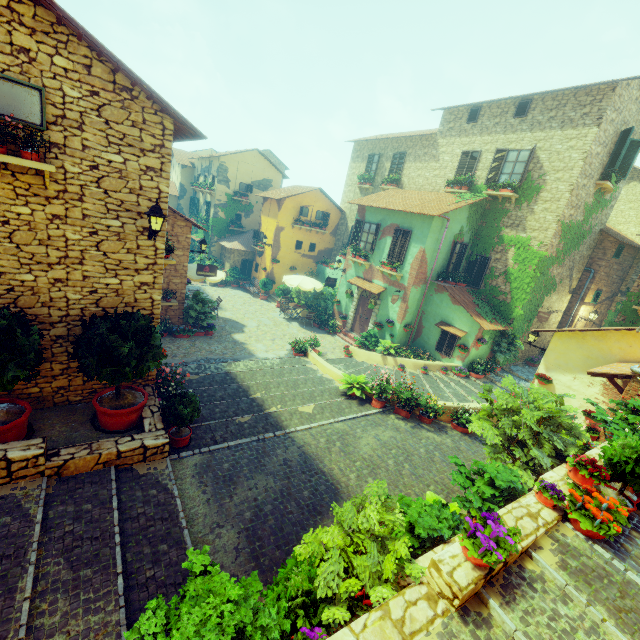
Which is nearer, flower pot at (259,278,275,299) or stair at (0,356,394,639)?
stair at (0,356,394,639)

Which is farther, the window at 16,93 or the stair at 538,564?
the window at 16,93

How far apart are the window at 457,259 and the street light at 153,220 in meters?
13.3

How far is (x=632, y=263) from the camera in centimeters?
1780cm

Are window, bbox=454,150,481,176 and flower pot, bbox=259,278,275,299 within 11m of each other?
no

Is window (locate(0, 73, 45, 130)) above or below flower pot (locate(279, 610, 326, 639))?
above

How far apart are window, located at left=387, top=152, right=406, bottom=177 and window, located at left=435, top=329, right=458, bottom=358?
10.92m

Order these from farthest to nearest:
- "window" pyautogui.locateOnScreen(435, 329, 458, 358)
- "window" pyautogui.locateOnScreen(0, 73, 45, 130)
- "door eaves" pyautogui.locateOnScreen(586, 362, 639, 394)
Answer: "window" pyautogui.locateOnScreen(435, 329, 458, 358) < "door eaves" pyautogui.locateOnScreen(586, 362, 639, 394) < "window" pyautogui.locateOnScreen(0, 73, 45, 130)
